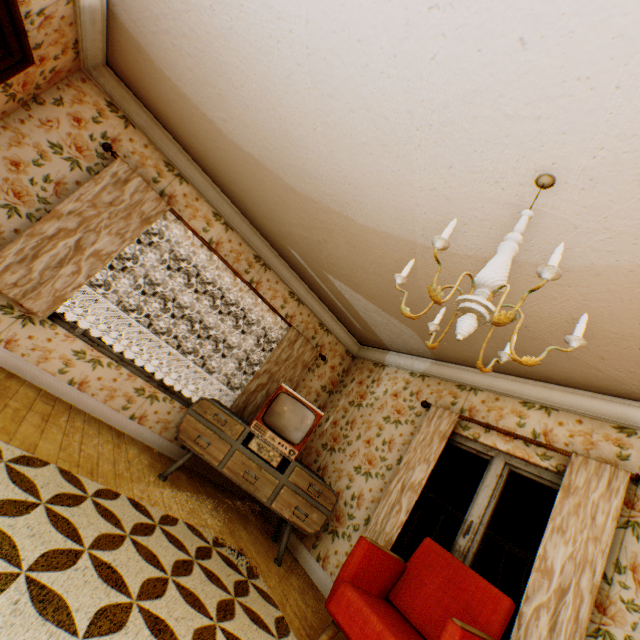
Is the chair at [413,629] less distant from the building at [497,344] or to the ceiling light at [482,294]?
the building at [497,344]

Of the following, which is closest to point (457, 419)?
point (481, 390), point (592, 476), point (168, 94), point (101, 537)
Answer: point (481, 390)

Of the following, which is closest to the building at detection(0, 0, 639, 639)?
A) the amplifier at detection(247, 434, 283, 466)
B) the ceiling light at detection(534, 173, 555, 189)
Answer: the ceiling light at detection(534, 173, 555, 189)

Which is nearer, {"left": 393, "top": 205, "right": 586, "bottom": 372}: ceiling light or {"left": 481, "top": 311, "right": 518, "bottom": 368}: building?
{"left": 393, "top": 205, "right": 586, "bottom": 372}: ceiling light

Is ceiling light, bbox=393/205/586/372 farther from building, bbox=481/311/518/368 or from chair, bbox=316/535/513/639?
chair, bbox=316/535/513/639

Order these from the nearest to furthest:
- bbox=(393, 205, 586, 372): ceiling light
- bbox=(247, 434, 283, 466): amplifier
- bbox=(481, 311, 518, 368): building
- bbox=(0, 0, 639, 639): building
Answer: bbox=(393, 205, 586, 372): ceiling light, bbox=(0, 0, 639, 639): building, bbox=(481, 311, 518, 368): building, bbox=(247, 434, 283, 466): amplifier

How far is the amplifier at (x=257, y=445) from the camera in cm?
377

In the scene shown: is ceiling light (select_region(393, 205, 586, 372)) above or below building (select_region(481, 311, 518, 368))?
below
